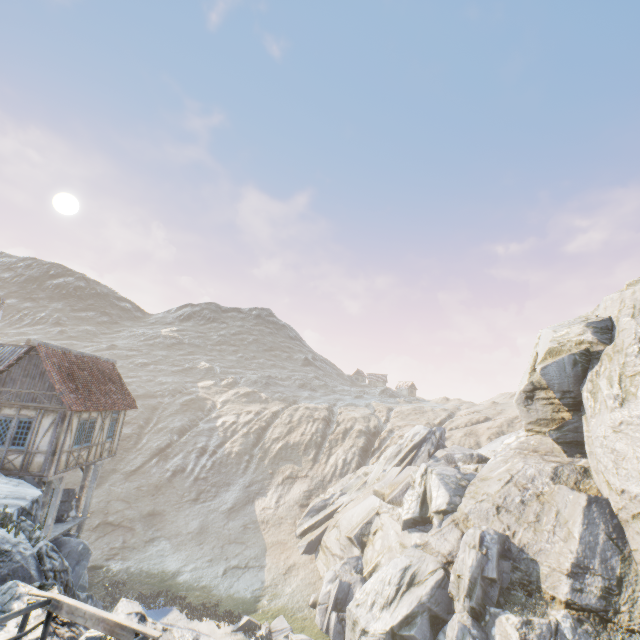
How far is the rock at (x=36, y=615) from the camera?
5.3 meters

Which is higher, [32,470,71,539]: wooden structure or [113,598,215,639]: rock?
[113,598,215,639]: rock

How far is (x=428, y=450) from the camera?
30.17m

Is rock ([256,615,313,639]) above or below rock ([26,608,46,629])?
below

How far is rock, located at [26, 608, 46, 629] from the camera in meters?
5.3

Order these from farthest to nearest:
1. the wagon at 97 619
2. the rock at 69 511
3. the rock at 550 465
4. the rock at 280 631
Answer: the rock at 280 631 → the rock at 69 511 → the rock at 550 465 → the wagon at 97 619

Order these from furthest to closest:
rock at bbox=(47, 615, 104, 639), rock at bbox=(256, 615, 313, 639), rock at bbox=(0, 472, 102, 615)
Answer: rock at bbox=(256, 615, 313, 639) < rock at bbox=(0, 472, 102, 615) < rock at bbox=(47, 615, 104, 639)

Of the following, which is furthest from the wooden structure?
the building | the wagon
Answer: the wagon
